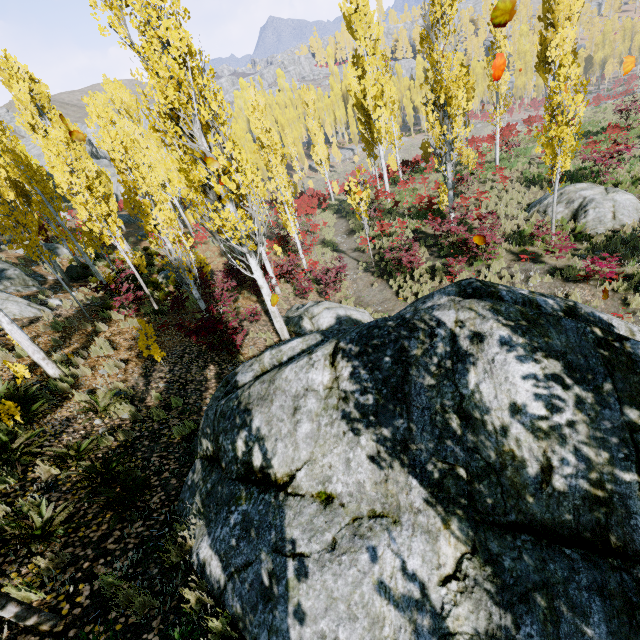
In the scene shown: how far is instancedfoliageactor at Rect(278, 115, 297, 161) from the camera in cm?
3762

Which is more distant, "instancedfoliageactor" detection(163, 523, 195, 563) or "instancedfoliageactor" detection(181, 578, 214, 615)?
"instancedfoliageactor" detection(163, 523, 195, 563)

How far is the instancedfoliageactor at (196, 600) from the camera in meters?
3.3 m

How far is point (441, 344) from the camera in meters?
3.8

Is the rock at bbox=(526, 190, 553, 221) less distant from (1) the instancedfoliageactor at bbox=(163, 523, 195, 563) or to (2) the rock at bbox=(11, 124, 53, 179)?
(1) the instancedfoliageactor at bbox=(163, 523, 195, 563)

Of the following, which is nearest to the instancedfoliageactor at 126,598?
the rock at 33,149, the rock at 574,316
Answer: the rock at 574,316
